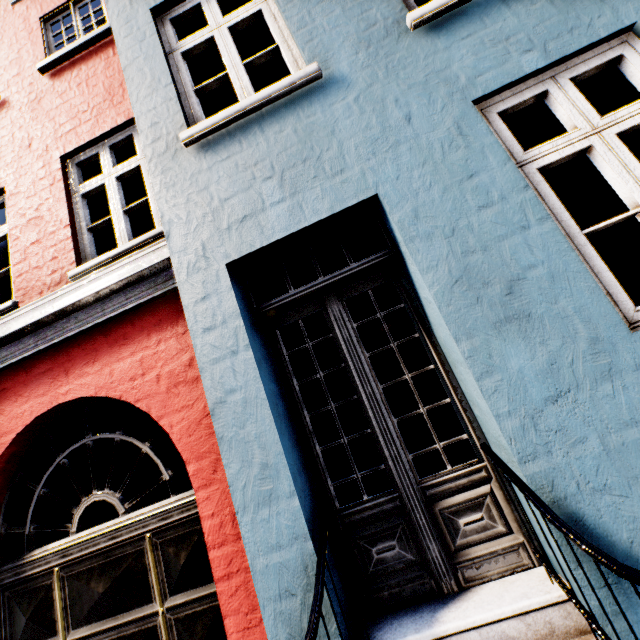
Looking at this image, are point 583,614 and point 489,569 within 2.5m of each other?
yes
